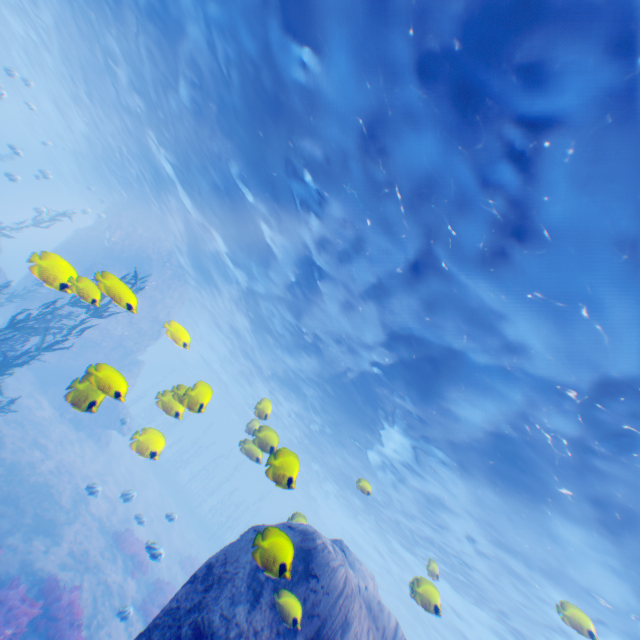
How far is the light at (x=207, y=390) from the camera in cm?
538

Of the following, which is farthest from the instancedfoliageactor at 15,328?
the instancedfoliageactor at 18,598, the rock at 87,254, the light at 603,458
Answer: the light at 603,458

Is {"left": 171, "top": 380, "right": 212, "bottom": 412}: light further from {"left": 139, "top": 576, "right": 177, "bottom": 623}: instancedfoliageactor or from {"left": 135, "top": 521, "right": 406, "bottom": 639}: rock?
{"left": 139, "top": 576, "right": 177, "bottom": 623}: instancedfoliageactor

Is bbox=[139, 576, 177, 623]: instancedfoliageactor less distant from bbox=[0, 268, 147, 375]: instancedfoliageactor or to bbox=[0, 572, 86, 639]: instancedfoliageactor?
bbox=[0, 572, 86, 639]: instancedfoliageactor

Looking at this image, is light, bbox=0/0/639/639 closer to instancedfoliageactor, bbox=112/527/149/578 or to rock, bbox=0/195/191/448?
rock, bbox=0/195/191/448

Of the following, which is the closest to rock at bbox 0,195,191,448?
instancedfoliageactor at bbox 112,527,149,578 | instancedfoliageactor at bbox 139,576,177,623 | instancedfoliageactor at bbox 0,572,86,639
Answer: instancedfoliageactor at bbox 0,572,86,639

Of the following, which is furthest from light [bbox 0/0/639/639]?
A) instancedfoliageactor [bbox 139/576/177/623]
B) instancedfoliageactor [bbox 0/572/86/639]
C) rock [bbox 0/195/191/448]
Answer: instancedfoliageactor [bbox 139/576/177/623]

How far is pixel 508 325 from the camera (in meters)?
7.96
